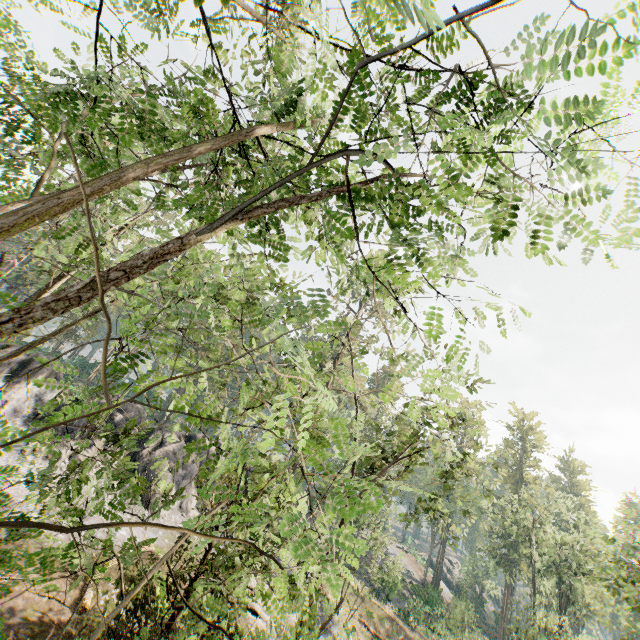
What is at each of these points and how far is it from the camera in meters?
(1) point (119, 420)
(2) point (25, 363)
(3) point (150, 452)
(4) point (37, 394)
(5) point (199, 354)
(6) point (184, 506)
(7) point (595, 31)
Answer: (1) rock, 27.2
(2) rock, 25.3
(3) rock, 27.0
(4) rock, 24.8
(5) foliage, 4.3
(6) rock, 25.8
(7) foliage, 1.9

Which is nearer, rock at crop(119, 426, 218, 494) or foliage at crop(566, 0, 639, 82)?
foliage at crop(566, 0, 639, 82)

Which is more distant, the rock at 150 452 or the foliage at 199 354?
the rock at 150 452

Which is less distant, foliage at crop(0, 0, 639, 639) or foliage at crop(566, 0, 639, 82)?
foliage at crop(566, 0, 639, 82)

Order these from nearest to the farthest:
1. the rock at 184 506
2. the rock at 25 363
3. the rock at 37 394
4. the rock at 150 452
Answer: the rock at 37 394 < the rock at 25 363 < the rock at 184 506 < the rock at 150 452

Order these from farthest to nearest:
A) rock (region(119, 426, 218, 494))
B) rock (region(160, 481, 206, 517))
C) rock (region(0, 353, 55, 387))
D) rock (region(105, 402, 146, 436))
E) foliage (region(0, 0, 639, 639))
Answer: rock (region(105, 402, 146, 436)) → rock (region(119, 426, 218, 494)) → rock (region(160, 481, 206, 517)) → rock (region(0, 353, 55, 387)) → foliage (region(0, 0, 639, 639))

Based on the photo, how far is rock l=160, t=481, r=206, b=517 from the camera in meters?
24.7
